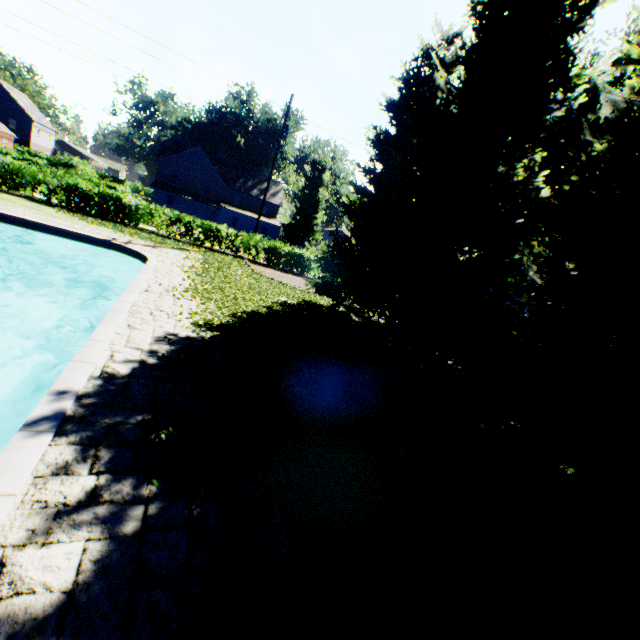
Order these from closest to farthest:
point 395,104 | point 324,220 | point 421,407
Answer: point 421,407, point 395,104, point 324,220

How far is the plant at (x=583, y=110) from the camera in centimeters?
2044cm

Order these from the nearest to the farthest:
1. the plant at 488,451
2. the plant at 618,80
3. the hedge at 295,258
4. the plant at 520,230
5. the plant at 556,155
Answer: the plant at 488,451 → the hedge at 295,258 → the plant at 618,80 → the plant at 556,155 → the plant at 520,230

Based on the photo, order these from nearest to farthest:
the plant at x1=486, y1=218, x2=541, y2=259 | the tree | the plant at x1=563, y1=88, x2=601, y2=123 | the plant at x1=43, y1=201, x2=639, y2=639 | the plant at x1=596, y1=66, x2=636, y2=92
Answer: the plant at x1=43, y1=201, x2=639, y2=639, the tree, the plant at x1=596, y1=66, x2=636, y2=92, the plant at x1=563, y1=88, x2=601, y2=123, the plant at x1=486, y1=218, x2=541, y2=259

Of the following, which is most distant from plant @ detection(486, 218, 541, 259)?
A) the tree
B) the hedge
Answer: the hedge

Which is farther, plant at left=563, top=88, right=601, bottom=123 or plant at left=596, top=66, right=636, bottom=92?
plant at left=563, top=88, right=601, bottom=123

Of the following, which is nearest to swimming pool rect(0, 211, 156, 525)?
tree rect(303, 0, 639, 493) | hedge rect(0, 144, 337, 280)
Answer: tree rect(303, 0, 639, 493)

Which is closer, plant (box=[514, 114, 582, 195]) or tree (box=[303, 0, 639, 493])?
tree (box=[303, 0, 639, 493])
